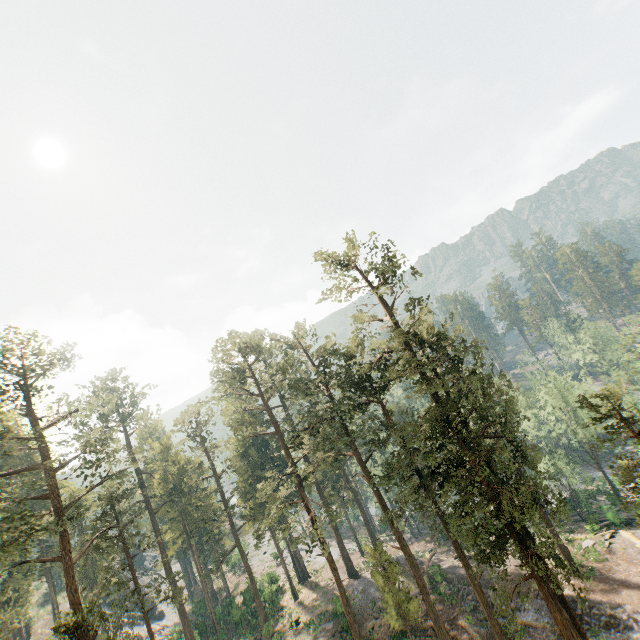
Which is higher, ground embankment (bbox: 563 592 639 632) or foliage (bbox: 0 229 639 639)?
foliage (bbox: 0 229 639 639)

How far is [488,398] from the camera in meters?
21.8 m

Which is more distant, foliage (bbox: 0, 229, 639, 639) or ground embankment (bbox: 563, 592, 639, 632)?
ground embankment (bbox: 563, 592, 639, 632)

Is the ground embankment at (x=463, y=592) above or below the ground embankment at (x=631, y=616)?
above

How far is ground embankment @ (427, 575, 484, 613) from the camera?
30.8m

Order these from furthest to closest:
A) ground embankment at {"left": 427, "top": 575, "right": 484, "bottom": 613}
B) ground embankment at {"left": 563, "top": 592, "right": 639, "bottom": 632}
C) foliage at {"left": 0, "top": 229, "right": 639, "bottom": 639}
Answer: ground embankment at {"left": 427, "top": 575, "right": 484, "bottom": 613} < ground embankment at {"left": 563, "top": 592, "right": 639, "bottom": 632} < foliage at {"left": 0, "top": 229, "right": 639, "bottom": 639}

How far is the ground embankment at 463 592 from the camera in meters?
30.8
